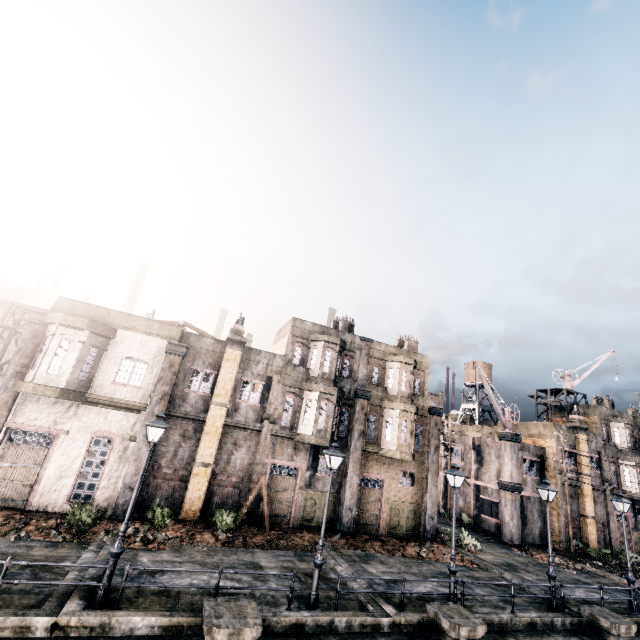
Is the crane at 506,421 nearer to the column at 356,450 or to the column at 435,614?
the column at 356,450

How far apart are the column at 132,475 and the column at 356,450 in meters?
12.1

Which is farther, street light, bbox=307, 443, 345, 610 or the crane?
the crane

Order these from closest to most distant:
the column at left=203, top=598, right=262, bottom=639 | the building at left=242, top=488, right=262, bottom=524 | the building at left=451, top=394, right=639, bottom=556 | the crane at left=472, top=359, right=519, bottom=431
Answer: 1. the column at left=203, top=598, right=262, bottom=639
2. the building at left=242, top=488, right=262, bottom=524
3. the building at left=451, top=394, right=639, bottom=556
4. the crane at left=472, top=359, right=519, bottom=431

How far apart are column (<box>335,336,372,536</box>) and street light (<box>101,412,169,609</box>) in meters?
14.3

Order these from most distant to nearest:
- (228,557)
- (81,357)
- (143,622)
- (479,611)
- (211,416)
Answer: (211,416), (81,357), (228,557), (479,611), (143,622)

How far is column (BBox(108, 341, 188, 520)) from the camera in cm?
1684

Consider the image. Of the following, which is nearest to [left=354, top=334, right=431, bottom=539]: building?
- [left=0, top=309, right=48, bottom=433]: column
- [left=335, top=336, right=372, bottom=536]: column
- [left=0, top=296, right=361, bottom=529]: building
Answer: [left=335, top=336, right=372, bottom=536]: column
